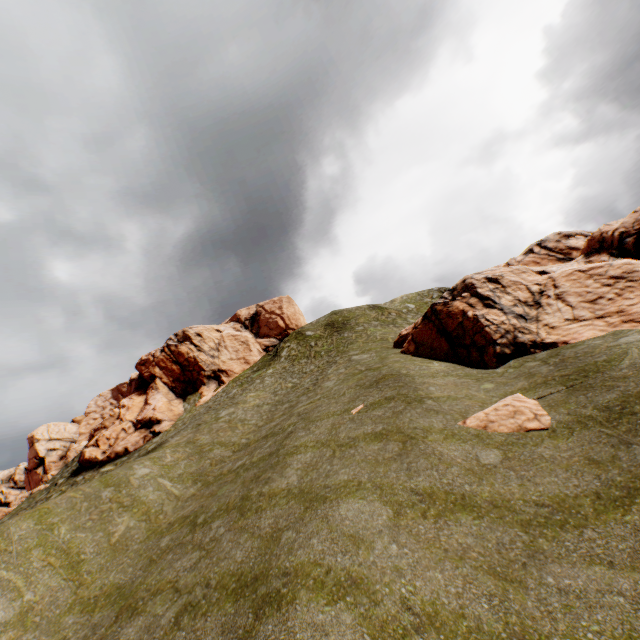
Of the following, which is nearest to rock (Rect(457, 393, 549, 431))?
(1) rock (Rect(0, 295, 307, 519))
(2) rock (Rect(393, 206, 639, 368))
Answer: (2) rock (Rect(393, 206, 639, 368))

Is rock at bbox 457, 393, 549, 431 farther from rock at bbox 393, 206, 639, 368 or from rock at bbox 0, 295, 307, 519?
rock at bbox 0, 295, 307, 519

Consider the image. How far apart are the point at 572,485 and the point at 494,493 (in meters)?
1.89

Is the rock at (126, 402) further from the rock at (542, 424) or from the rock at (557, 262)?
the rock at (542, 424)

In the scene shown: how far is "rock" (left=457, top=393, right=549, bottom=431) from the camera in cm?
1132

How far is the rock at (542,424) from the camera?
11.3m
